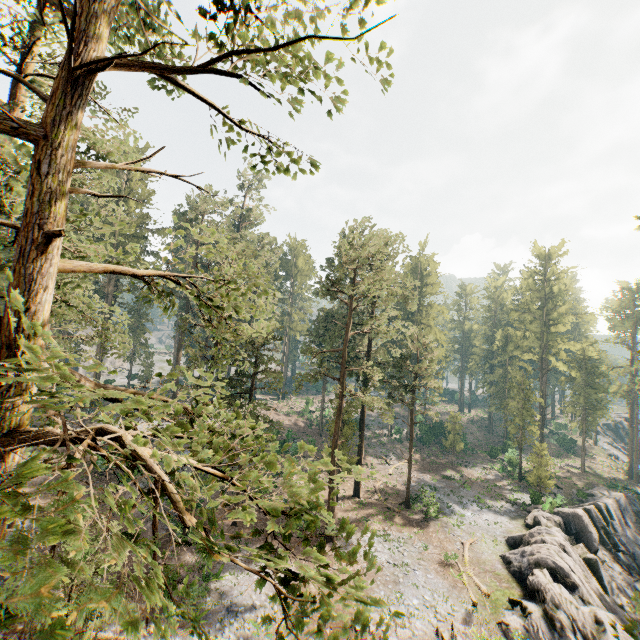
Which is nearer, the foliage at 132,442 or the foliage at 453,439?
the foliage at 132,442

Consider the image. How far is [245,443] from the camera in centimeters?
491cm

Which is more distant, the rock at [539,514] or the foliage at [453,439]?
the foliage at [453,439]

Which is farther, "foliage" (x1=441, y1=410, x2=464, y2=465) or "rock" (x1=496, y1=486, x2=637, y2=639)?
"foliage" (x1=441, y1=410, x2=464, y2=465)

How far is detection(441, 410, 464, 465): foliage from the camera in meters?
46.9

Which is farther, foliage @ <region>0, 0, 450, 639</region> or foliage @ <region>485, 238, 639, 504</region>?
foliage @ <region>485, 238, 639, 504</region>
